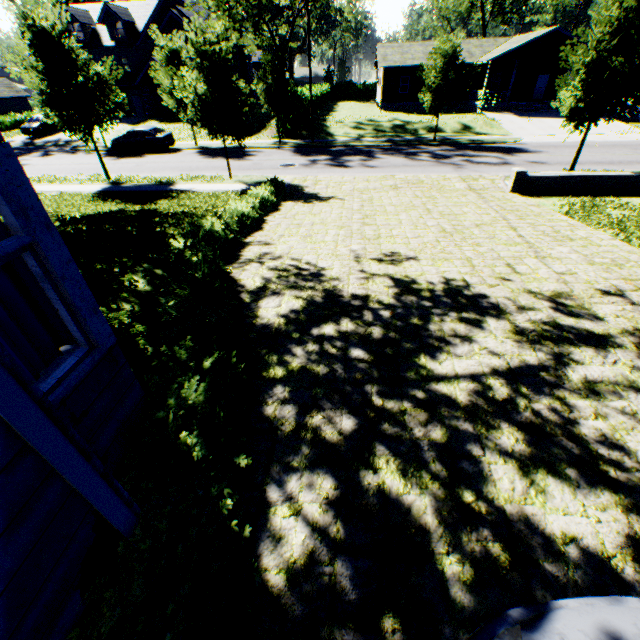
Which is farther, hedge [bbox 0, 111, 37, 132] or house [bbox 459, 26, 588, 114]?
hedge [bbox 0, 111, 37, 132]

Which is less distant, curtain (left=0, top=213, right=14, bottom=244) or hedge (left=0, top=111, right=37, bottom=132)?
curtain (left=0, top=213, right=14, bottom=244)

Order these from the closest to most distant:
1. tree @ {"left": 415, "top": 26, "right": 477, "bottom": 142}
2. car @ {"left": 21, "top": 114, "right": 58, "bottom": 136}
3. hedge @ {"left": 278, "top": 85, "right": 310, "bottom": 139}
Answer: tree @ {"left": 415, "top": 26, "right": 477, "bottom": 142} < hedge @ {"left": 278, "top": 85, "right": 310, "bottom": 139} < car @ {"left": 21, "top": 114, "right": 58, "bottom": 136}

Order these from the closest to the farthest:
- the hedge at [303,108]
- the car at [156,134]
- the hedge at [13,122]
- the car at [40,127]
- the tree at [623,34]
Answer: the tree at [623,34]
the car at [156,134]
the hedge at [303,108]
the car at [40,127]
the hedge at [13,122]

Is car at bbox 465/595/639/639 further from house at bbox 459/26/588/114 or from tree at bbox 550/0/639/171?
house at bbox 459/26/588/114

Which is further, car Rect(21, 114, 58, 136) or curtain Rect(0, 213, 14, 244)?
car Rect(21, 114, 58, 136)

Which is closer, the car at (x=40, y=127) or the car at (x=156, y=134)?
the car at (x=156, y=134)

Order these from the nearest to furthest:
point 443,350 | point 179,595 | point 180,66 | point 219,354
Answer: point 179,595 → point 219,354 → point 443,350 → point 180,66
